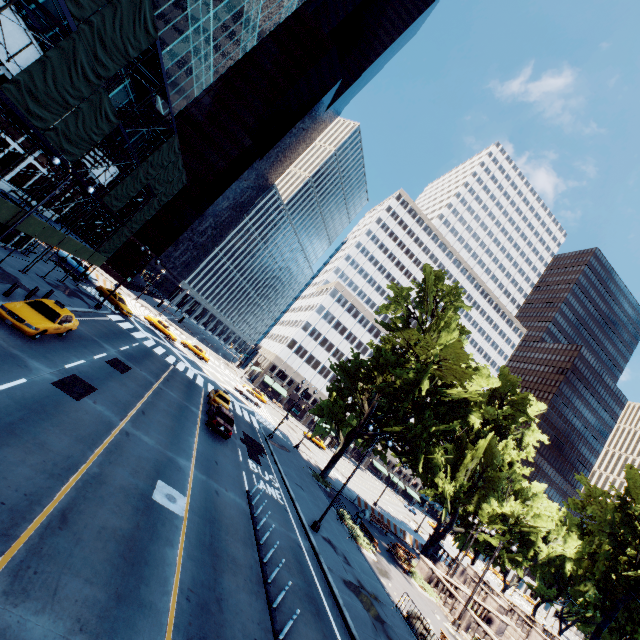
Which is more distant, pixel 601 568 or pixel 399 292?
pixel 399 292

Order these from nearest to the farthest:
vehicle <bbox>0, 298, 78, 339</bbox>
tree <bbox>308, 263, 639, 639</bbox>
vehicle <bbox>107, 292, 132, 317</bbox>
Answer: vehicle <bbox>0, 298, 78, 339</bbox>, tree <bbox>308, 263, 639, 639</bbox>, vehicle <bbox>107, 292, 132, 317</bbox>

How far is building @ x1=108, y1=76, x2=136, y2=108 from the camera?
23.3 meters

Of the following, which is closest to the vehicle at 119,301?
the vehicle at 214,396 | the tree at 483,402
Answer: the vehicle at 214,396

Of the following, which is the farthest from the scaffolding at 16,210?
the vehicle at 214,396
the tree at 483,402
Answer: the tree at 483,402

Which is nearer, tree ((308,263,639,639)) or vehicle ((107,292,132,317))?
tree ((308,263,639,639))

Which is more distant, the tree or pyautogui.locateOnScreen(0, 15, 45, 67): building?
the tree

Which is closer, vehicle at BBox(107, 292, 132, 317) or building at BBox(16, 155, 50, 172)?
building at BBox(16, 155, 50, 172)
